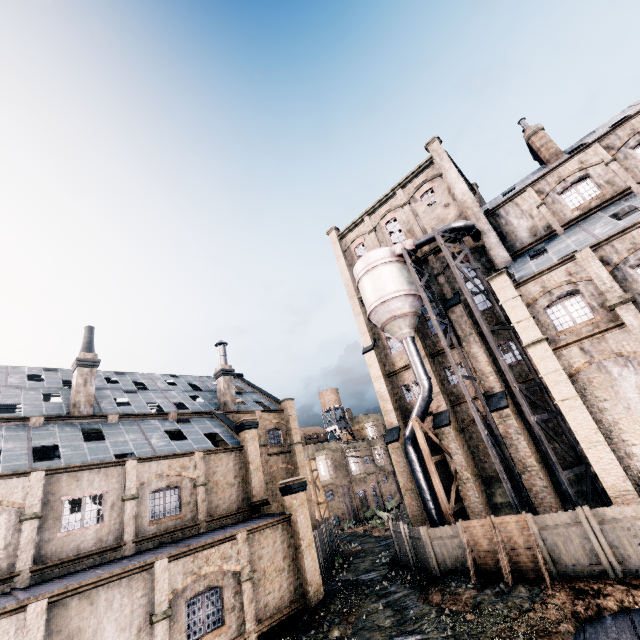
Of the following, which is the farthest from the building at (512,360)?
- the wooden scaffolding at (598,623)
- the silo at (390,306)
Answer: the wooden scaffolding at (598,623)

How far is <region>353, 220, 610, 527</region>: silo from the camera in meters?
18.9 m

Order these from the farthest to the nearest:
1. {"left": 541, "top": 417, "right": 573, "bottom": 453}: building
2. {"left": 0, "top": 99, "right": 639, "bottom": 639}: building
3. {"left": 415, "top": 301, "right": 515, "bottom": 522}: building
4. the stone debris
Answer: {"left": 415, "top": 301, "right": 515, "bottom": 522}: building
{"left": 541, "top": 417, "right": 573, "bottom": 453}: building
{"left": 0, "top": 99, "right": 639, "bottom": 639}: building
the stone debris

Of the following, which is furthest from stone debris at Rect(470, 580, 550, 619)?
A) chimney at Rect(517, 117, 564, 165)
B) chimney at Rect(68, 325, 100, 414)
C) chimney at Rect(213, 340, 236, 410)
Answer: chimney at Rect(517, 117, 564, 165)

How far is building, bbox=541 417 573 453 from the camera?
21.30m

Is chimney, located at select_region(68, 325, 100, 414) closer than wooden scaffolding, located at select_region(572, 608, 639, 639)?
No

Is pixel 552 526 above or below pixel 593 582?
above

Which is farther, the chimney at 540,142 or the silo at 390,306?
the chimney at 540,142
